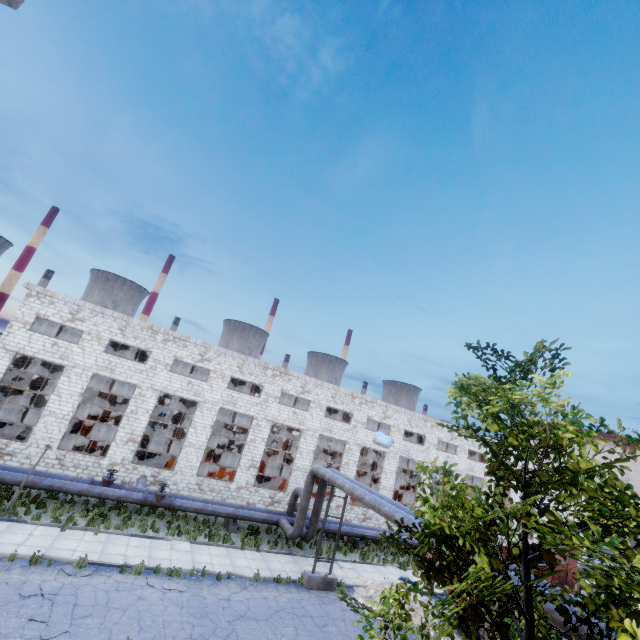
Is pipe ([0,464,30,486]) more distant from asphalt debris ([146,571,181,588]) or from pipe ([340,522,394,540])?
asphalt debris ([146,571,181,588])

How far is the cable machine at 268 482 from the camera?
28.59m

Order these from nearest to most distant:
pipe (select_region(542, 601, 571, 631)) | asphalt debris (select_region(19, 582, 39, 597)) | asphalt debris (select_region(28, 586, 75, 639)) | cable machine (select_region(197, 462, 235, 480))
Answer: pipe (select_region(542, 601, 571, 631)), asphalt debris (select_region(28, 586, 75, 639)), asphalt debris (select_region(19, 582, 39, 597)), cable machine (select_region(197, 462, 235, 480))

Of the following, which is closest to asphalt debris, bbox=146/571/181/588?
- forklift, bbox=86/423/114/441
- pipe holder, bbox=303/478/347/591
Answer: pipe holder, bbox=303/478/347/591

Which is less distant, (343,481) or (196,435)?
(343,481)

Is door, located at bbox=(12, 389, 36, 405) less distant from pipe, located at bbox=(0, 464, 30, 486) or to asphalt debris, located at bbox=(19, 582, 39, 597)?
pipe, located at bbox=(0, 464, 30, 486)

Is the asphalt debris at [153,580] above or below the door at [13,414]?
below

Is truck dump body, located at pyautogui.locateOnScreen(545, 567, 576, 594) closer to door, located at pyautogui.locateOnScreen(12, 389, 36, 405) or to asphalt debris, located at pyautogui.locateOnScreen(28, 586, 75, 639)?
asphalt debris, located at pyautogui.locateOnScreen(28, 586, 75, 639)
